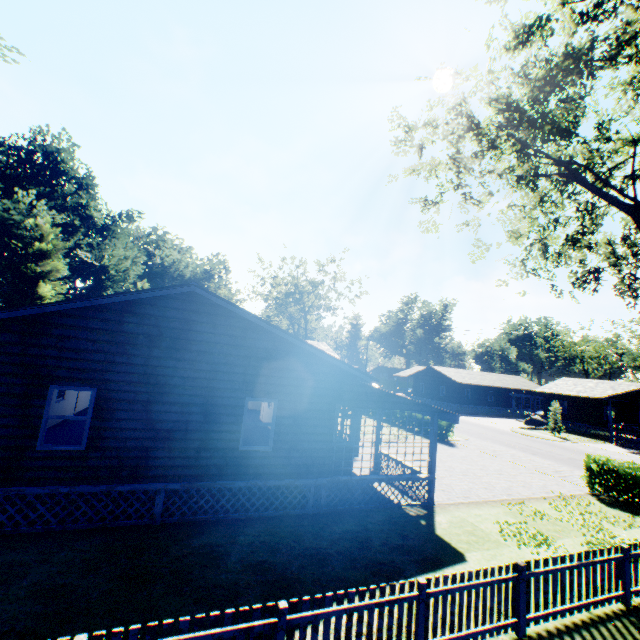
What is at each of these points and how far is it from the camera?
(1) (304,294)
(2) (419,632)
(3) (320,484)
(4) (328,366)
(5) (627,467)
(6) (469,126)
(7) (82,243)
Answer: (1) tree, 53.3m
(2) fence, 5.4m
(3) house, 10.7m
(4) flat, 11.1m
(5) hedge, 14.6m
(6) tree, 13.5m
(7) plant, 41.6m

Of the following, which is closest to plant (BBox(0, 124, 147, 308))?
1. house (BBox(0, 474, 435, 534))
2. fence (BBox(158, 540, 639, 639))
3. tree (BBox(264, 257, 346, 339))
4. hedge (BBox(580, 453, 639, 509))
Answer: fence (BBox(158, 540, 639, 639))

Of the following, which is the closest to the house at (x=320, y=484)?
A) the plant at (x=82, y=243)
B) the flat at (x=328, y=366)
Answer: the flat at (x=328, y=366)

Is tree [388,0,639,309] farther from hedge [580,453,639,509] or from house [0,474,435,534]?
house [0,474,435,534]

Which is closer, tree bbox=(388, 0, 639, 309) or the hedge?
tree bbox=(388, 0, 639, 309)

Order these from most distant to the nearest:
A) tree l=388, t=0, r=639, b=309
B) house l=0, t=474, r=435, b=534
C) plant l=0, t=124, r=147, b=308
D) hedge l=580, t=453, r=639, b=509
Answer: plant l=0, t=124, r=147, b=308 → hedge l=580, t=453, r=639, b=509 → tree l=388, t=0, r=639, b=309 → house l=0, t=474, r=435, b=534

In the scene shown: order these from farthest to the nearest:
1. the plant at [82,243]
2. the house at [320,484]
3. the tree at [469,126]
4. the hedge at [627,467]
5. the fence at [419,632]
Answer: the plant at [82,243] < the hedge at [627,467] < the tree at [469,126] < the house at [320,484] < the fence at [419,632]
